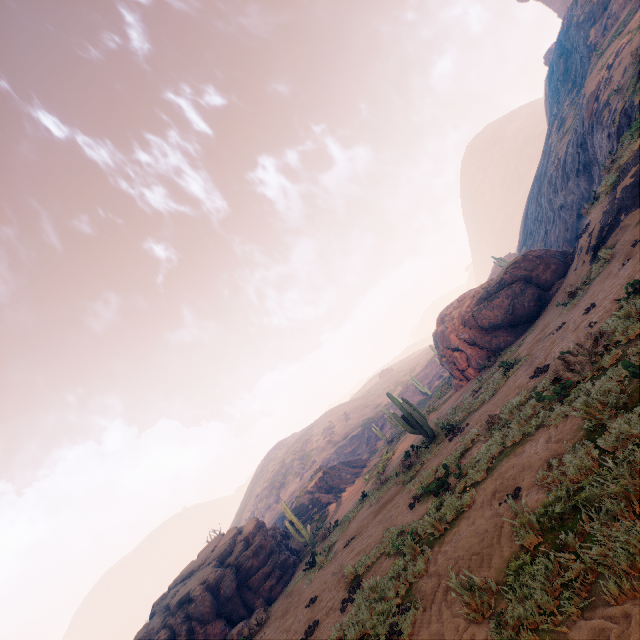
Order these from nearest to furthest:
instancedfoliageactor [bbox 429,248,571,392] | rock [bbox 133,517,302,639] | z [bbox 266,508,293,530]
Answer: rock [bbox 133,517,302,639] < instancedfoliageactor [bbox 429,248,571,392] < z [bbox 266,508,293,530]

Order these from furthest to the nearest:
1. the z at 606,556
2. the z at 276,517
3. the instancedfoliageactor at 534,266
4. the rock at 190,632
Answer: the z at 276,517, the instancedfoliageactor at 534,266, the rock at 190,632, the z at 606,556

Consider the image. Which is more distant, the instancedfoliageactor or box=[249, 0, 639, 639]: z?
the instancedfoliageactor

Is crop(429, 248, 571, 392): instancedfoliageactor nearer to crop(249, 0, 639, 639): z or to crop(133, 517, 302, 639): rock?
crop(249, 0, 639, 639): z

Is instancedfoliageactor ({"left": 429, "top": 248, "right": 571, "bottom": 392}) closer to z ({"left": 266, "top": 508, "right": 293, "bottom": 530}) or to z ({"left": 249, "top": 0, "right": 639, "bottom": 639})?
z ({"left": 249, "top": 0, "right": 639, "bottom": 639})

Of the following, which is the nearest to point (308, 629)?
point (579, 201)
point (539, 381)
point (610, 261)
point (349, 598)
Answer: point (349, 598)

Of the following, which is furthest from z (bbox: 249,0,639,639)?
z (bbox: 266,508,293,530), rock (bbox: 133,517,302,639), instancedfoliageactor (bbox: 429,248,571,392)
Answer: z (bbox: 266,508,293,530)

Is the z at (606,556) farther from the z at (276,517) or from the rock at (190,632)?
the z at (276,517)
